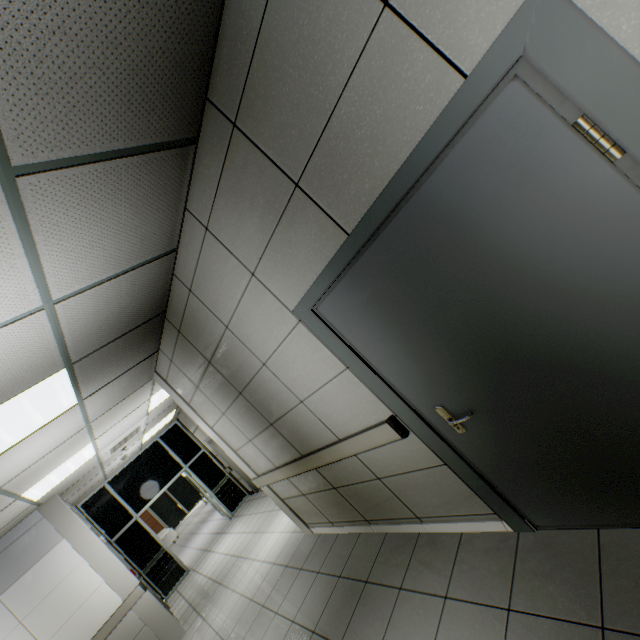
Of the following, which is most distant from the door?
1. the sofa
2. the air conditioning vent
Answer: the sofa

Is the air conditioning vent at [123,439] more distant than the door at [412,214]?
Yes

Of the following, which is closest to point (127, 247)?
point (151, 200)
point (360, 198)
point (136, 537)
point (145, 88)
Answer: point (151, 200)

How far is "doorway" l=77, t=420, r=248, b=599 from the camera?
8.2 meters

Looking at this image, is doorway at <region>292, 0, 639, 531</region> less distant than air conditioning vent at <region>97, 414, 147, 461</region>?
Yes

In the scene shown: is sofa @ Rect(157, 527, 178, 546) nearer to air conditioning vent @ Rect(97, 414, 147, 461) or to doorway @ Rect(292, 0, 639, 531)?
air conditioning vent @ Rect(97, 414, 147, 461)

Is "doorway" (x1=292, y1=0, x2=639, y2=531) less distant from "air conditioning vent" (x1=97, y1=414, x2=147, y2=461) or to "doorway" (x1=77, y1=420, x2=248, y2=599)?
"air conditioning vent" (x1=97, y1=414, x2=147, y2=461)

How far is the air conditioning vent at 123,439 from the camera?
5.90m
